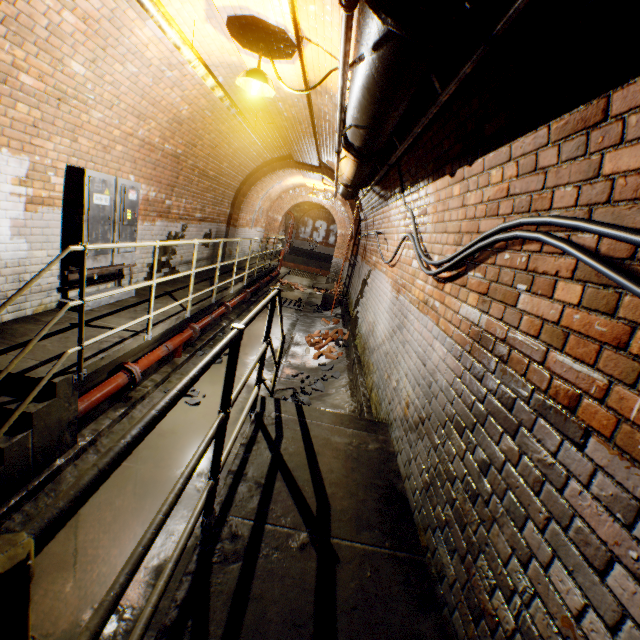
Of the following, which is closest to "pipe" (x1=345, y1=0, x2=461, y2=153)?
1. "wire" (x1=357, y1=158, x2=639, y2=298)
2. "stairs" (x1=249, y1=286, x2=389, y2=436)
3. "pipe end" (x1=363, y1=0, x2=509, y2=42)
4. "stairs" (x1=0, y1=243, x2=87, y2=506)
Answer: "pipe end" (x1=363, y1=0, x2=509, y2=42)

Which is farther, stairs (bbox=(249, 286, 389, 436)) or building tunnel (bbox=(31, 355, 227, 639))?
stairs (bbox=(249, 286, 389, 436))

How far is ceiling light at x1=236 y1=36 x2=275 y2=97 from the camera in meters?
3.6

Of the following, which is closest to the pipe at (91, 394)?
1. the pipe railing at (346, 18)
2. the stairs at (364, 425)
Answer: the stairs at (364, 425)

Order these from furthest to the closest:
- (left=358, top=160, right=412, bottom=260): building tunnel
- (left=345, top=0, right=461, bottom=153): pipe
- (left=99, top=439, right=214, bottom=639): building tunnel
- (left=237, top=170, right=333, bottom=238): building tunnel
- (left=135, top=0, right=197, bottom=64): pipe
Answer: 1. (left=237, top=170, right=333, bottom=238): building tunnel
2. (left=358, top=160, right=412, bottom=260): building tunnel
3. (left=135, top=0, right=197, bottom=64): pipe
4. (left=99, top=439, right=214, bottom=639): building tunnel
5. (left=345, top=0, right=461, bottom=153): pipe

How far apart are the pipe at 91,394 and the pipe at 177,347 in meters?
0.2 m

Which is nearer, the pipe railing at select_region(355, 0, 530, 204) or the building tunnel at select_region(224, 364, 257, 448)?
the pipe railing at select_region(355, 0, 530, 204)

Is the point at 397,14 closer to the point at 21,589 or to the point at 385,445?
the point at 21,589
